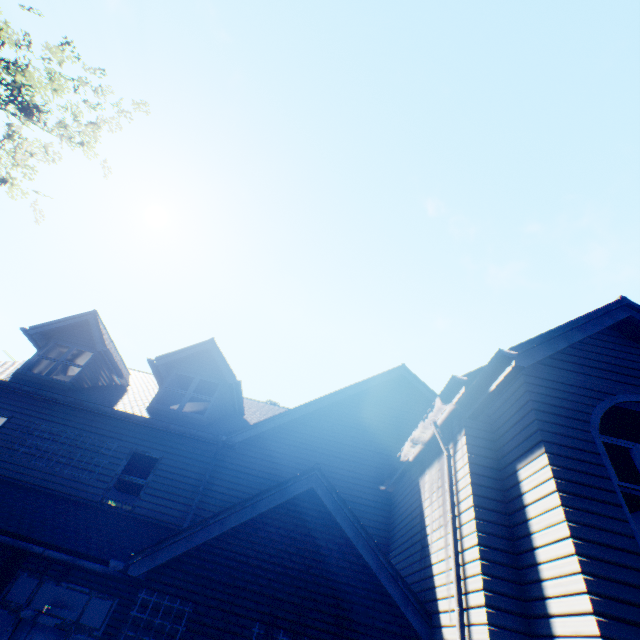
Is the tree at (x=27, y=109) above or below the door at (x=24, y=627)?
above

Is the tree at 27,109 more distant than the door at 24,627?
Yes

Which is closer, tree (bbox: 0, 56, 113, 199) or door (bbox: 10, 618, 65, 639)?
door (bbox: 10, 618, 65, 639)

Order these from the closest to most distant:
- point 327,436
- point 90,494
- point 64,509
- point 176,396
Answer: point 64,509, point 90,494, point 327,436, point 176,396

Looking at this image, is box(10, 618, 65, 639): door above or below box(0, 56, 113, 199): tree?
below
